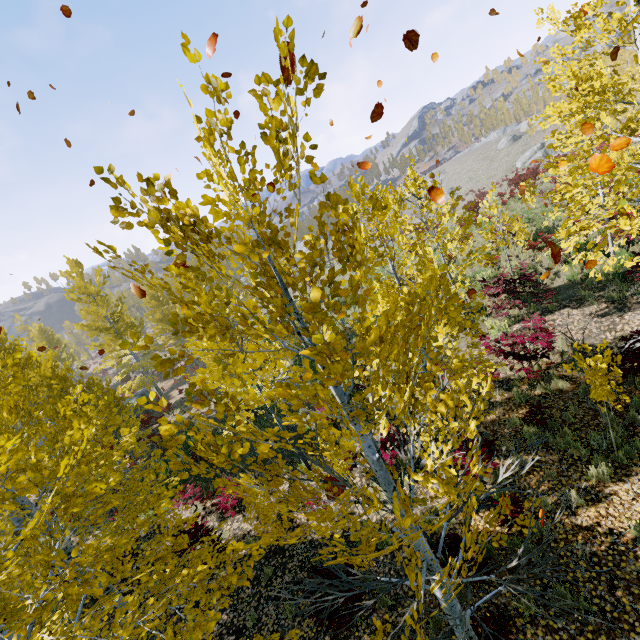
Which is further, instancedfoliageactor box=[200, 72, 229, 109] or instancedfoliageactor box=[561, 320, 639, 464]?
instancedfoliageactor box=[561, 320, 639, 464]

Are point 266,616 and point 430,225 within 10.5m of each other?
no

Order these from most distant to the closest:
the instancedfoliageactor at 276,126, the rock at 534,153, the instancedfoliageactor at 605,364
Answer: the rock at 534,153 < the instancedfoliageactor at 605,364 < the instancedfoliageactor at 276,126

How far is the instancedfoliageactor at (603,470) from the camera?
5.8m

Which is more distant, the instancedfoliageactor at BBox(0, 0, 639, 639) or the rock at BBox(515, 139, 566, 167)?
the rock at BBox(515, 139, 566, 167)

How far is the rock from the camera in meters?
49.7 m

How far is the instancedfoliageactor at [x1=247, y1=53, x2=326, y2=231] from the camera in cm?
147

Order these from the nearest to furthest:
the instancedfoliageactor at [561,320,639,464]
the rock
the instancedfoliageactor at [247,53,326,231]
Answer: the instancedfoliageactor at [247,53,326,231] < the instancedfoliageactor at [561,320,639,464] < the rock
